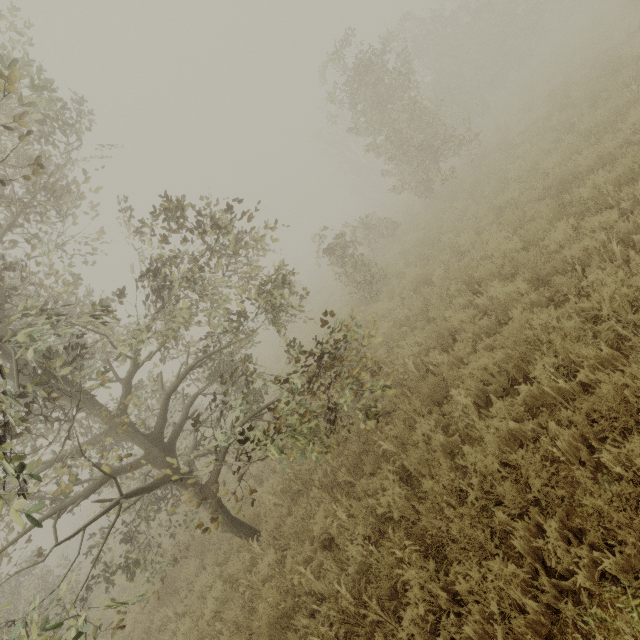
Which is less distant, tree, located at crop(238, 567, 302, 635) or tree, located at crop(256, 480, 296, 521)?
tree, located at crop(238, 567, 302, 635)

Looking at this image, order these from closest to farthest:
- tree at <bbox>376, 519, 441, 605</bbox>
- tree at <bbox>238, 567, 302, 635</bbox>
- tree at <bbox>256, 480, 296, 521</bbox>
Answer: tree at <bbox>376, 519, 441, 605</bbox> < tree at <bbox>238, 567, 302, 635</bbox> < tree at <bbox>256, 480, 296, 521</bbox>

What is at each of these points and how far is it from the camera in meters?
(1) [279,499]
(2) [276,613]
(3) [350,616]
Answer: (1) tree, 6.6 m
(2) tree, 4.3 m
(3) tree, 3.6 m

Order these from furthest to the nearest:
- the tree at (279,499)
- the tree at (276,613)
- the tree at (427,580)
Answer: the tree at (279,499) < the tree at (276,613) < the tree at (427,580)

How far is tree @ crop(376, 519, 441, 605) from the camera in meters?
3.3 m

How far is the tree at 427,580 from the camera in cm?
332
